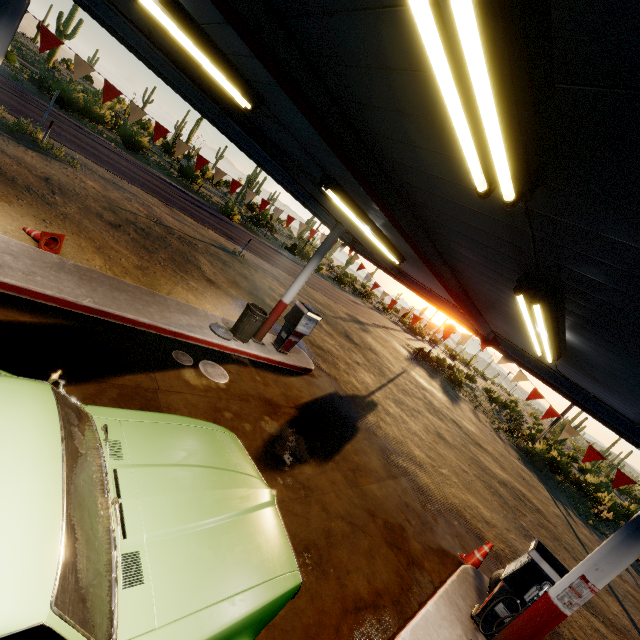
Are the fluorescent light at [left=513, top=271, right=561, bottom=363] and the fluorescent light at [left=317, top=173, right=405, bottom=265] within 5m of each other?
yes

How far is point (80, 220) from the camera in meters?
8.2 m

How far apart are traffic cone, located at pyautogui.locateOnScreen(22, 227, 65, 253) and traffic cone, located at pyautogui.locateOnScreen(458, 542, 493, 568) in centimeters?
1033cm

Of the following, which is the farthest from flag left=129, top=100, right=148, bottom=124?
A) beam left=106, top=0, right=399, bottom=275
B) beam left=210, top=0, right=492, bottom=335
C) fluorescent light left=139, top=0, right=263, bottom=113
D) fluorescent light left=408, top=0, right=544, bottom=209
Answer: fluorescent light left=408, top=0, right=544, bottom=209

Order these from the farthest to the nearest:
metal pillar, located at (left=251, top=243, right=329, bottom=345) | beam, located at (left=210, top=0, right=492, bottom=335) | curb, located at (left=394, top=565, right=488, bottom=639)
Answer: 1. metal pillar, located at (left=251, top=243, right=329, bottom=345)
2. curb, located at (left=394, top=565, right=488, bottom=639)
3. beam, located at (left=210, top=0, right=492, bottom=335)

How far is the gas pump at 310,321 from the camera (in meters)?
9.06

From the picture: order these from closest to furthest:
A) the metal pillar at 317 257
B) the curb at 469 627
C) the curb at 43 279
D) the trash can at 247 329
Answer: the curb at 469 627
the curb at 43 279
the trash can at 247 329
the metal pillar at 317 257

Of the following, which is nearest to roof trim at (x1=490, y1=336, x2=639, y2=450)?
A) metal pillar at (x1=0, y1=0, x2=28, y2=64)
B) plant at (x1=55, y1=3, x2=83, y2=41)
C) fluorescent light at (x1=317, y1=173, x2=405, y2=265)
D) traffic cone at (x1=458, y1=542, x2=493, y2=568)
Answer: metal pillar at (x1=0, y1=0, x2=28, y2=64)
